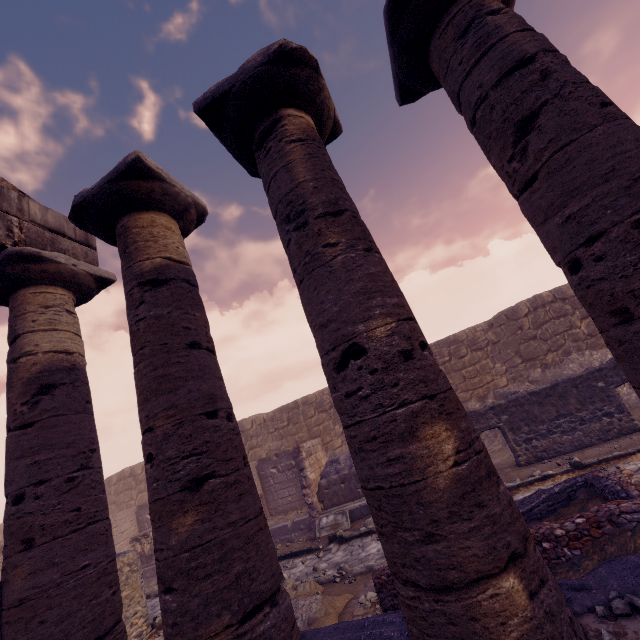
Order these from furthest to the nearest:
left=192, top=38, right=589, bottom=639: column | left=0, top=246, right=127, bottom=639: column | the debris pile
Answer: the debris pile < left=0, top=246, right=127, bottom=639: column < left=192, top=38, right=589, bottom=639: column

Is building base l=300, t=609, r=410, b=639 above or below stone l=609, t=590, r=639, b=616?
above

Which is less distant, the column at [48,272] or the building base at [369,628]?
the building base at [369,628]

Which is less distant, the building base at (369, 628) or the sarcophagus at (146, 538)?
the building base at (369, 628)

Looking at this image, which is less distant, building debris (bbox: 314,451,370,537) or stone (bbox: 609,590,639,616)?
stone (bbox: 609,590,639,616)

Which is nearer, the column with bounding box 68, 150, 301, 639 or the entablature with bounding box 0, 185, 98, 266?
the column with bounding box 68, 150, 301, 639

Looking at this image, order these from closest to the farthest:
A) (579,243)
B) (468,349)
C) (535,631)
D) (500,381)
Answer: (535,631)
(579,243)
(500,381)
(468,349)

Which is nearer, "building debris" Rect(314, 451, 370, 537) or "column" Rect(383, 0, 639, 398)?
"column" Rect(383, 0, 639, 398)
